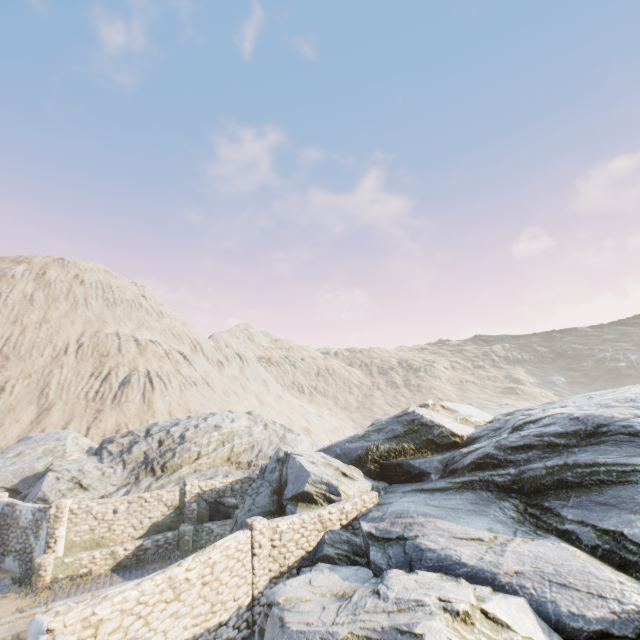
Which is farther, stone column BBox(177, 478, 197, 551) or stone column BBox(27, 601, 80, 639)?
stone column BBox(177, 478, 197, 551)

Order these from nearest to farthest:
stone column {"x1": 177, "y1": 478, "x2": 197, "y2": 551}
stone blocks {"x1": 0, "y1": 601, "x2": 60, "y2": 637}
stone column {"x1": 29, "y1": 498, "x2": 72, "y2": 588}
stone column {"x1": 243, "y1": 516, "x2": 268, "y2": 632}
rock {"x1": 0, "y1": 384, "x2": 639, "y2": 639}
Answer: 1. rock {"x1": 0, "y1": 384, "x2": 639, "y2": 639}
2. stone column {"x1": 243, "y1": 516, "x2": 268, "y2": 632}
3. stone blocks {"x1": 0, "y1": 601, "x2": 60, "y2": 637}
4. stone column {"x1": 29, "y1": 498, "x2": 72, "y2": 588}
5. stone column {"x1": 177, "y1": 478, "x2": 197, "y2": 551}

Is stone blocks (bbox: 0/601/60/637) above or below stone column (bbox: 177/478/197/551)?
below

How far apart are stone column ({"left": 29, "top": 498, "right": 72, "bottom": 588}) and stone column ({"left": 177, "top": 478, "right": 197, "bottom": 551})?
4.96m

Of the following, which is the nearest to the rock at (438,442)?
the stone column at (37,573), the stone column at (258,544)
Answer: the stone column at (258,544)

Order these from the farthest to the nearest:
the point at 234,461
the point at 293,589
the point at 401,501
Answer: the point at 234,461 → the point at 401,501 → the point at 293,589

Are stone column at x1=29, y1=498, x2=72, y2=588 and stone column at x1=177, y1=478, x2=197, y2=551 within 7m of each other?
yes

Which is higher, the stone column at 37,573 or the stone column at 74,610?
the stone column at 74,610
